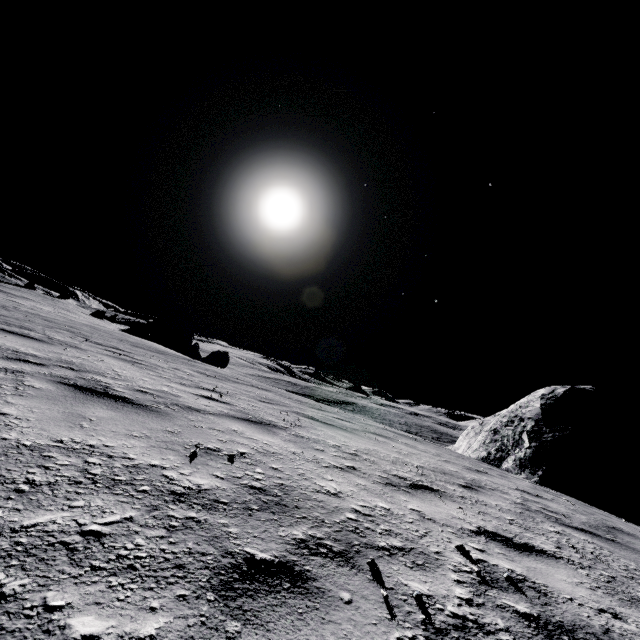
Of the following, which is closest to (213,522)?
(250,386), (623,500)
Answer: (250,386)

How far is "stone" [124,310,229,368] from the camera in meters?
28.1 m

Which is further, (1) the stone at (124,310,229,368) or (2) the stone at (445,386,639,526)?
(1) the stone at (124,310,229,368)

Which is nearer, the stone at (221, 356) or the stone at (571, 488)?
the stone at (571, 488)

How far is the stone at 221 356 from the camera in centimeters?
2811cm
